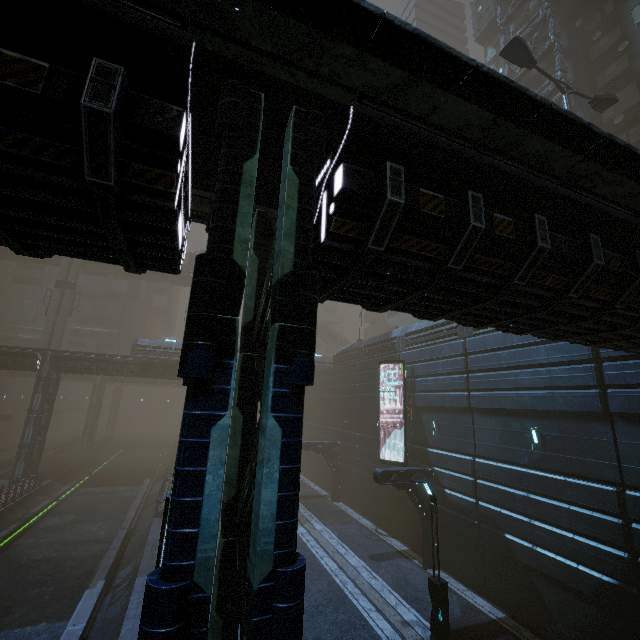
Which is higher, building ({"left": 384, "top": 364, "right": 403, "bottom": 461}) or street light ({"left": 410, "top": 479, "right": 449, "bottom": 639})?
building ({"left": 384, "top": 364, "right": 403, "bottom": 461})

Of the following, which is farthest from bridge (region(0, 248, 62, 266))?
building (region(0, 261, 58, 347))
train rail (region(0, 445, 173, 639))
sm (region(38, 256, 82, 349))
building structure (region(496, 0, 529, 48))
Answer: building structure (region(496, 0, 529, 48))

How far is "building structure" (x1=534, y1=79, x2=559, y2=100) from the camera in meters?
27.0 m

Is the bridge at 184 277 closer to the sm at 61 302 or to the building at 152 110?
the sm at 61 302

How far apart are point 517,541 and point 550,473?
3.3m

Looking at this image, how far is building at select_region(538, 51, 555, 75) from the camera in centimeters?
2847cm

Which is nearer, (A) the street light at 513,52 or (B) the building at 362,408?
(B) the building at 362,408

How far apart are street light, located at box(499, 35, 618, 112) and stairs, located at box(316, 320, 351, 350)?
41.82m
